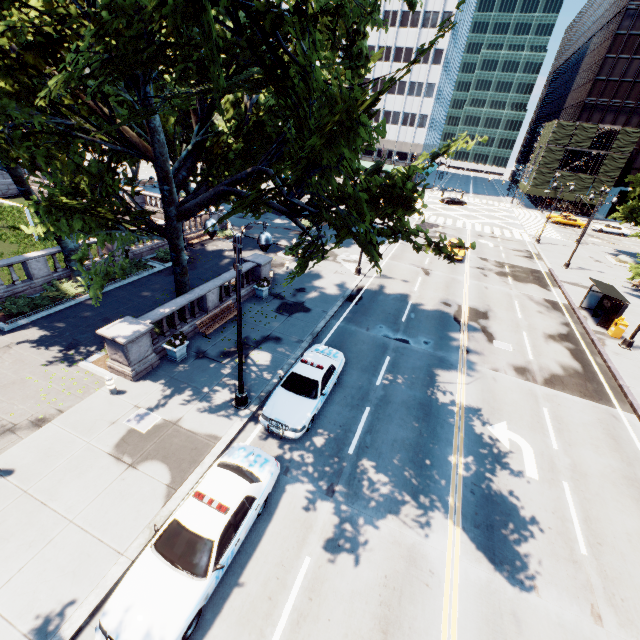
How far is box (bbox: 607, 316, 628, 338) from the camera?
21.1m

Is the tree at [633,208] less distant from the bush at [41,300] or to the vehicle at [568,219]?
the bush at [41,300]

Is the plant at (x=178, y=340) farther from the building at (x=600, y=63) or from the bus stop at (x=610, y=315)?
the building at (x=600, y=63)

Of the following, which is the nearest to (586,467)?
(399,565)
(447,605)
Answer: (447,605)

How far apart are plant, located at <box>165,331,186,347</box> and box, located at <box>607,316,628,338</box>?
26.6m

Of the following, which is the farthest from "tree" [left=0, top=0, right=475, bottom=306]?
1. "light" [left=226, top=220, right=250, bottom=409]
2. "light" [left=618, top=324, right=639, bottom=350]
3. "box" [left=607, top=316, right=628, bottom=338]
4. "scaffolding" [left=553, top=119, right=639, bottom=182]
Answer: "scaffolding" [left=553, top=119, right=639, bottom=182]

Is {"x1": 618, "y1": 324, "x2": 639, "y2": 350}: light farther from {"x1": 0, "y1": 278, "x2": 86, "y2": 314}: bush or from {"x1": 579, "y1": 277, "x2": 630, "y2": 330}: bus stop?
{"x1": 0, "y1": 278, "x2": 86, "y2": 314}: bush

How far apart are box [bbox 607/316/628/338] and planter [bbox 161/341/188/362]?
26.6 meters
